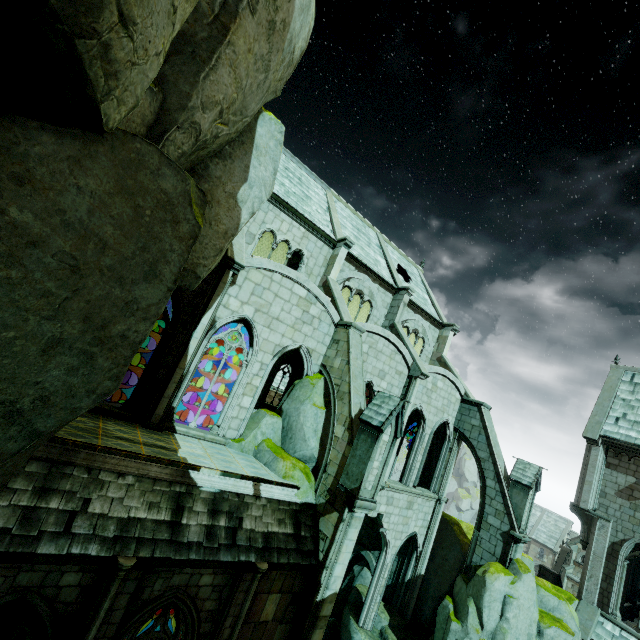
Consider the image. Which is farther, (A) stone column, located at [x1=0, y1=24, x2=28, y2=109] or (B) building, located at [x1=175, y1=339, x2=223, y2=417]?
(B) building, located at [x1=175, y1=339, x2=223, y2=417]

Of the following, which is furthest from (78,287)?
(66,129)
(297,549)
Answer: (297,549)

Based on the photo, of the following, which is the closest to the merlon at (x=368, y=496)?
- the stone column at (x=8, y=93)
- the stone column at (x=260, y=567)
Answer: the stone column at (x=260, y=567)

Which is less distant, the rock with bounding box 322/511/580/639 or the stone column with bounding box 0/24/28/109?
the stone column with bounding box 0/24/28/109

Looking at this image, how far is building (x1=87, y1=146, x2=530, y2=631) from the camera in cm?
1151

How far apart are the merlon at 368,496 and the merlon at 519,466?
10.9 meters

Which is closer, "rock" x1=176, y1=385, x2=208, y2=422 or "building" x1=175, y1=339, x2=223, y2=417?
"rock" x1=176, y1=385, x2=208, y2=422
